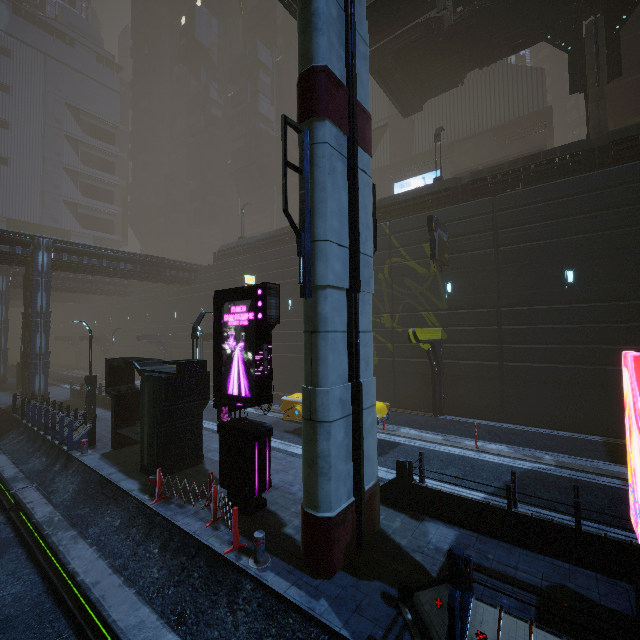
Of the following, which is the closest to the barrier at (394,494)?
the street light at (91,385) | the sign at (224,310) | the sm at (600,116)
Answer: the sign at (224,310)

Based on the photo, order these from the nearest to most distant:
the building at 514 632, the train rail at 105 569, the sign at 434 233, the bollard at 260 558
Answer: the building at 514 632
the train rail at 105 569
the bollard at 260 558
the sign at 434 233

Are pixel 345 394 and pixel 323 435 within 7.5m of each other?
yes

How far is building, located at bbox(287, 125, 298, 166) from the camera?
47.5 meters

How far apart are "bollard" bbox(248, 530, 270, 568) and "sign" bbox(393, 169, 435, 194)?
34.5 meters

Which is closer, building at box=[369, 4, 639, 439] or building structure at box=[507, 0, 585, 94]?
building at box=[369, 4, 639, 439]

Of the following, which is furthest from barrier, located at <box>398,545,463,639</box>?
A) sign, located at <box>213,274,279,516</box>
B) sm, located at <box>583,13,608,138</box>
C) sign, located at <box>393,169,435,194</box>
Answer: sign, located at <box>393,169,435,194</box>

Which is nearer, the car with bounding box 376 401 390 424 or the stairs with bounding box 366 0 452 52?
the car with bounding box 376 401 390 424
